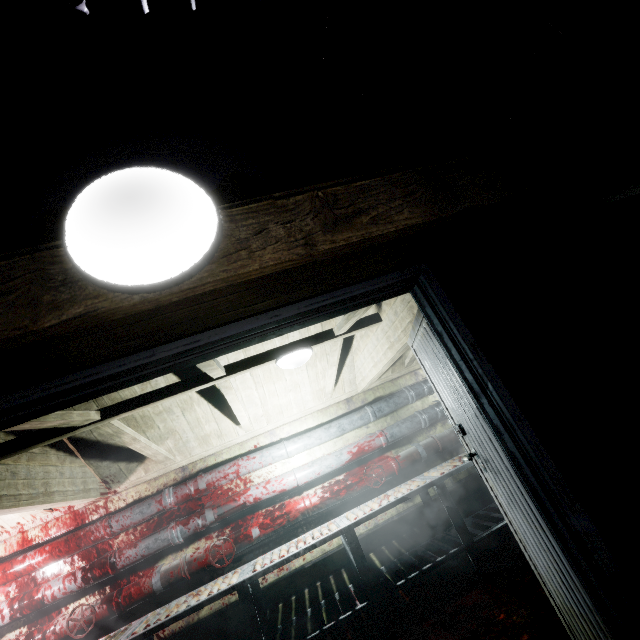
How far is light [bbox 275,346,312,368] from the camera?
2.5m

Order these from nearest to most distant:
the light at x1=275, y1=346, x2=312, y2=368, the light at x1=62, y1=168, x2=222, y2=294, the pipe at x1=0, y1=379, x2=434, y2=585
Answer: the light at x1=62, y1=168, x2=222, y2=294 → the light at x1=275, y1=346, x2=312, y2=368 → the pipe at x1=0, y1=379, x2=434, y2=585

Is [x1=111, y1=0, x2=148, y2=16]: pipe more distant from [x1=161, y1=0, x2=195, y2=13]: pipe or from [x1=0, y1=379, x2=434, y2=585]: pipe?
[x1=0, y1=379, x2=434, y2=585]: pipe

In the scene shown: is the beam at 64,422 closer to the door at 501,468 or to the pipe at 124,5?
the door at 501,468

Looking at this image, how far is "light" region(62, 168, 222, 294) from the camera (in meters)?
0.63

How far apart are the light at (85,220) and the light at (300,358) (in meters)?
1.85

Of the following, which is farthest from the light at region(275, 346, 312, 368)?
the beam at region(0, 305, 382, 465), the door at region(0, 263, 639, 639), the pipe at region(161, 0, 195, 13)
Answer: the pipe at region(161, 0, 195, 13)

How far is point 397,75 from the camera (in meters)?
A: 1.91
